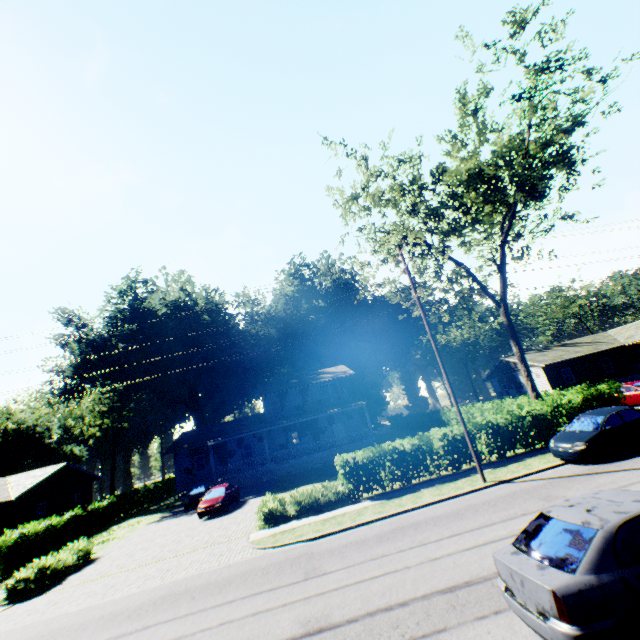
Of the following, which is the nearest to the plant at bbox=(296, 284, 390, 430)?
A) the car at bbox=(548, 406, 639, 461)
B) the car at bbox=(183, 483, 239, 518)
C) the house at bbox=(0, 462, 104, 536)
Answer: the car at bbox=(183, 483, 239, 518)

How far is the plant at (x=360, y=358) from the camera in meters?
53.1 m

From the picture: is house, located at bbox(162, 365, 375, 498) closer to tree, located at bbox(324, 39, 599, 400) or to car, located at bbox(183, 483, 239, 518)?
car, located at bbox(183, 483, 239, 518)

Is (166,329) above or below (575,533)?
above

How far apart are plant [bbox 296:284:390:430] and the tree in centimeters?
A: 3215cm

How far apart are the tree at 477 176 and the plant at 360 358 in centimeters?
3215cm

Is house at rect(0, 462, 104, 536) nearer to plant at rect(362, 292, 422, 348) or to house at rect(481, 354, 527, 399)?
plant at rect(362, 292, 422, 348)

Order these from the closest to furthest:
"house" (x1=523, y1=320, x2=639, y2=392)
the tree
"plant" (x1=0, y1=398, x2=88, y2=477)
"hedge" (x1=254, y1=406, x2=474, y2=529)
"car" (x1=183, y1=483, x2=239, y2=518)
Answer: "hedge" (x1=254, y1=406, x2=474, y2=529) → the tree → "car" (x1=183, y1=483, x2=239, y2=518) → "house" (x1=523, y1=320, x2=639, y2=392) → "plant" (x1=0, y1=398, x2=88, y2=477)
